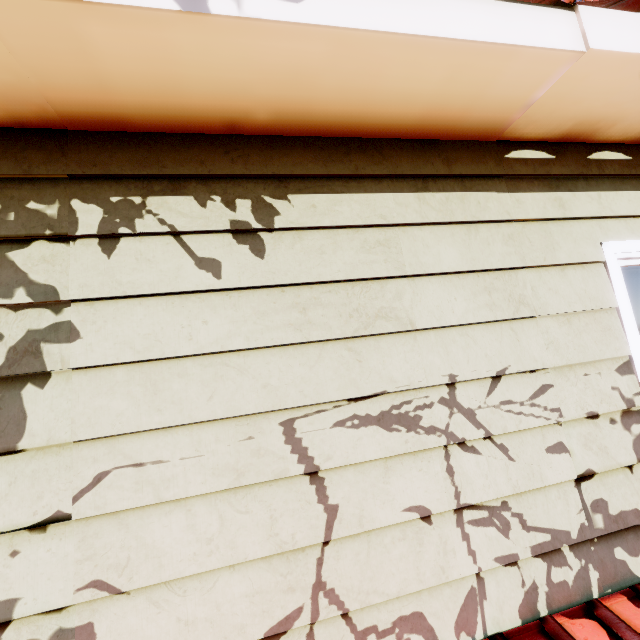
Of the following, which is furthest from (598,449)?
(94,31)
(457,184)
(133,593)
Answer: (94,31)
